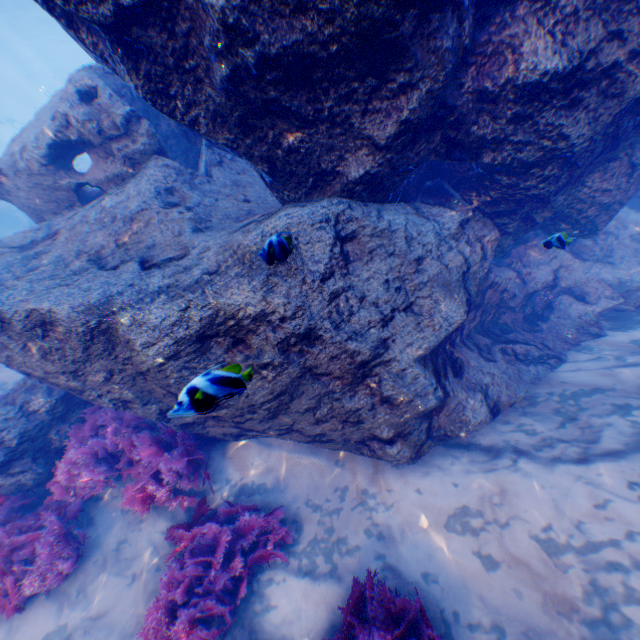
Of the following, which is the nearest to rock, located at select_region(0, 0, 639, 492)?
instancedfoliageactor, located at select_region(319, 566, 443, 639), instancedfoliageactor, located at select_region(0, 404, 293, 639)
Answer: instancedfoliageactor, located at select_region(0, 404, 293, 639)

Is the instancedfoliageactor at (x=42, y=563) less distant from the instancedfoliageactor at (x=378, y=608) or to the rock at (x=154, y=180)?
the rock at (x=154, y=180)

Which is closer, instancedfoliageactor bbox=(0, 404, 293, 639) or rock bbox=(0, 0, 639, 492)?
rock bbox=(0, 0, 639, 492)

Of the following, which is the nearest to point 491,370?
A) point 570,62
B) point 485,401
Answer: point 485,401

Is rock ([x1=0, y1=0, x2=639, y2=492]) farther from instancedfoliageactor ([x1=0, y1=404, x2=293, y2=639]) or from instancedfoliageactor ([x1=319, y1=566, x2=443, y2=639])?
instancedfoliageactor ([x1=319, y1=566, x2=443, y2=639])

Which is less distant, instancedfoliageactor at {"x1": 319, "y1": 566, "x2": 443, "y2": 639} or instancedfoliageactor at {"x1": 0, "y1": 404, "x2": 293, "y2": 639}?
instancedfoliageactor at {"x1": 319, "y1": 566, "x2": 443, "y2": 639}

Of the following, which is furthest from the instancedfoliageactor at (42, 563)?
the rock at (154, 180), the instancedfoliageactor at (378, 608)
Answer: the instancedfoliageactor at (378, 608)
